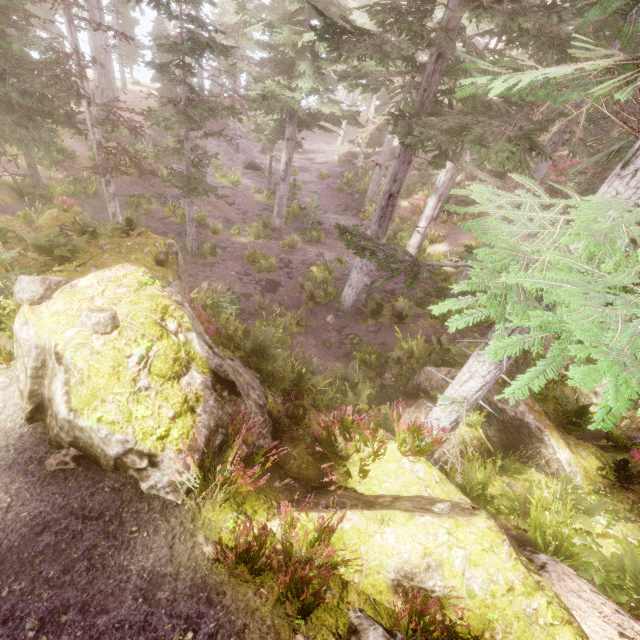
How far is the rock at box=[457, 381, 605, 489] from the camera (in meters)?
7.57

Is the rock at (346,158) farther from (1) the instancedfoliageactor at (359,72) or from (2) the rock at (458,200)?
(2) the rock at (458,200)

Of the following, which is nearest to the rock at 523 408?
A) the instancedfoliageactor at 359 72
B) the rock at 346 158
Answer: the instancedfoliageactor at 359 72

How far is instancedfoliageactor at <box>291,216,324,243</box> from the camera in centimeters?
2170cm

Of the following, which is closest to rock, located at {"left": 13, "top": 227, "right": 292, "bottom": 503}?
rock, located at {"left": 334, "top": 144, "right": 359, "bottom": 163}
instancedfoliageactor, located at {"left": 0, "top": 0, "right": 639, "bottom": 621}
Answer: instancedfoliageactor, located at {"left": 0, "top": 0, "right": 639, "bottom": 621}

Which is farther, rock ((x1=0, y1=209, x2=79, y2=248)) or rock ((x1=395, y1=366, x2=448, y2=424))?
rock ((x1=395, y1=366, x2=448, y2=424))

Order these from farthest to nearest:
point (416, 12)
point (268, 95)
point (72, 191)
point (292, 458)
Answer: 1. point (72, 191)
2. point (268, 95)
3. point (416, 12)
4. point (292, 458)
